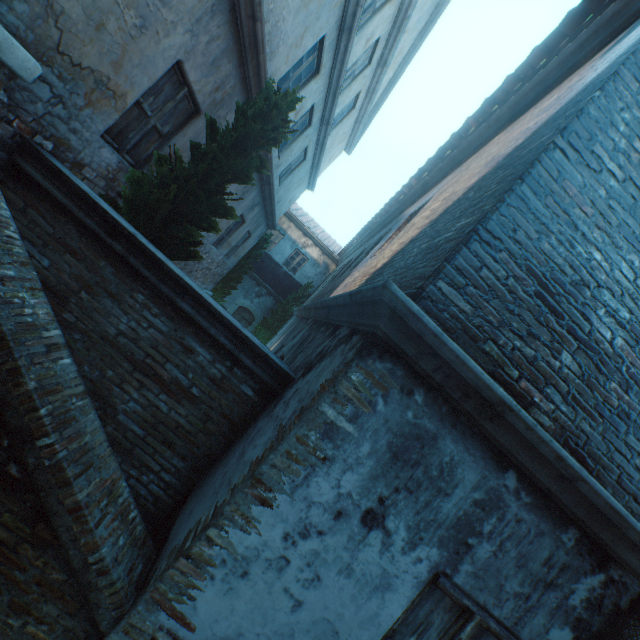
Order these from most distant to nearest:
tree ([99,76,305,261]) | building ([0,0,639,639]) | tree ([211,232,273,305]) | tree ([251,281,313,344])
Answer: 1. tree ([251,281,313,344])
2. tree ([211,232,273,305])
3. tree ([99,76,305,261])
4. building ([0,0,639,639])

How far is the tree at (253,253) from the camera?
14.55m

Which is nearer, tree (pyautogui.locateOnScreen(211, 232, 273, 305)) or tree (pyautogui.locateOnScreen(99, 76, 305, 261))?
tree (pyautogui.locateOnScreen(99, 76, 305, 261))

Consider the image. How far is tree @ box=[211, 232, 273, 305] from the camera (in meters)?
14.55

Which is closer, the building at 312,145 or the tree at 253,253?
the building at 312,145

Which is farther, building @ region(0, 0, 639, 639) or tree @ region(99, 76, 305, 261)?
tree @ region(99, 76, 305, 261)

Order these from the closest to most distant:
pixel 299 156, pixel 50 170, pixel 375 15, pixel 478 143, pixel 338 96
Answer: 1. pixel 50 170
2. pixel 478 143
3. pixel 375 15
4. pixel 338 96
5. pixel 299 156

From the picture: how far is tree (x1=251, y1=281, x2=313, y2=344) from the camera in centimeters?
1734cm
